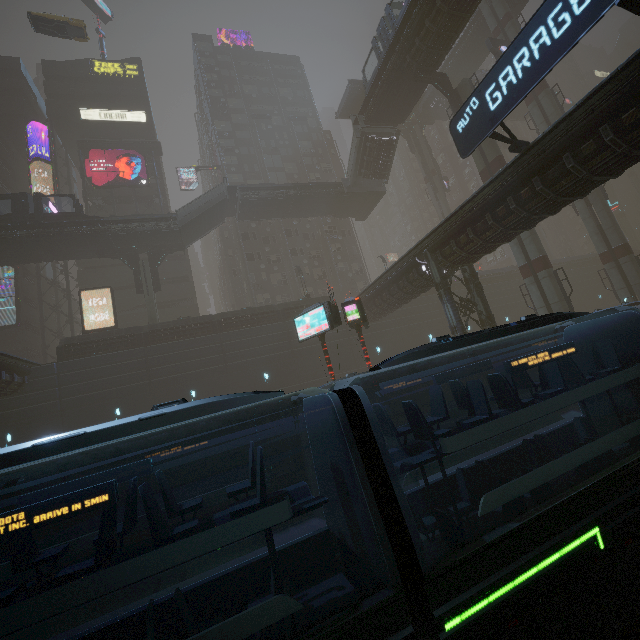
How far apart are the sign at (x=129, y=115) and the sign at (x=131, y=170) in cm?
555

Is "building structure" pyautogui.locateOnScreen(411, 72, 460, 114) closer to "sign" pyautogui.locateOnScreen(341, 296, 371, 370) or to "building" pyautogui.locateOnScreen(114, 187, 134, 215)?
"building" pyautogui.locateOnScreen(114, 187, 134, 215)

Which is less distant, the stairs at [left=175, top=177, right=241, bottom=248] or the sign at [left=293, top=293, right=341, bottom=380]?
the sign at [left=293, top=293, right=341, bottom=380]

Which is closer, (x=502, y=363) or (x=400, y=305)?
(x=502, y=363)

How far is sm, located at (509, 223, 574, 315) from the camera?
23.5 meters

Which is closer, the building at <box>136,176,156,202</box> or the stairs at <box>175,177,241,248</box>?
the stairs at <box>175,177,241,248</box>

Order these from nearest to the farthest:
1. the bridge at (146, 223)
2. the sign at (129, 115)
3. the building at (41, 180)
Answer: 1. the bridge at (146, 223)
2. the building at (41, 180)
3. the sign at (129, 115)

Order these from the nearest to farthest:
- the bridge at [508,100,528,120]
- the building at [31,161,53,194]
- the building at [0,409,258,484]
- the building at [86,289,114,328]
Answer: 1. the building at [0,409,258,484]
2. the building at [86,289,114,328]
3. the building at [31,161,53,194]
4. the bridge at [508,100,528,120]
